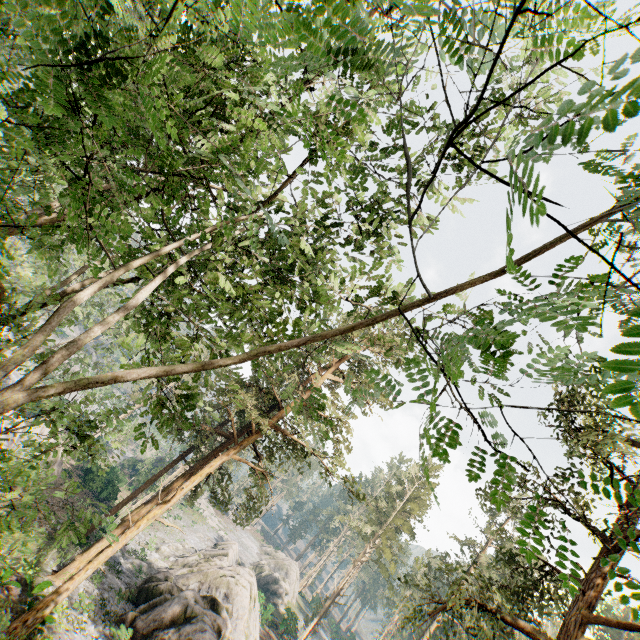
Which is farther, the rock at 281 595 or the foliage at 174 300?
the rock at 281 595

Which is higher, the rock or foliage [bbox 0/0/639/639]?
foliage [bbox 0/0/639/639]

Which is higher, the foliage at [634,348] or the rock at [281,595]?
the foliage at [634,348]

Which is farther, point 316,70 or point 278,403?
point 278,403

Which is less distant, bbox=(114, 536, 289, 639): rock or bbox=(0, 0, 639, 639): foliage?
bbox=(0, 0, 639, 639): foliage
